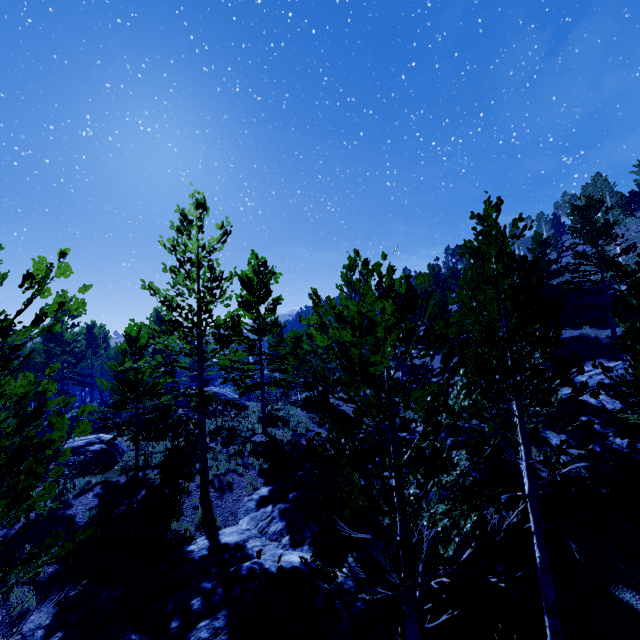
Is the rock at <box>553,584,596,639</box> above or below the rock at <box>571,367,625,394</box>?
below

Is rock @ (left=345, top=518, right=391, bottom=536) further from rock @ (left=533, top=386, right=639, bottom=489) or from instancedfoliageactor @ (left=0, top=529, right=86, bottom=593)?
rock @ (left=533, top=386, right=639, bottom=489)

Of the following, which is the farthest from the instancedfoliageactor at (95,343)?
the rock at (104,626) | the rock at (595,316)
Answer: the rock at (595,316)

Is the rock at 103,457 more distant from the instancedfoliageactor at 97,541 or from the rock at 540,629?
the rock at 540,629

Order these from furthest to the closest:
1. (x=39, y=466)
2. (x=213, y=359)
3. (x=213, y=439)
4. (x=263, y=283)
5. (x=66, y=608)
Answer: (x=263, y=283) → (x=213, y=439) → (x=213, y=359) → (x=66, y=608) → (x=39, y=466)

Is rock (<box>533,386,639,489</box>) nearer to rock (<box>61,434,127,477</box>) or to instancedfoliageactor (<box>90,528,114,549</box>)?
instancedfoliageactor (<box>90,528,114,549</box>)

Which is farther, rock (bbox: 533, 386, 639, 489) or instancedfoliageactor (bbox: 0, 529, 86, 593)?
rock (bbox: 533, 386, 639, 489)

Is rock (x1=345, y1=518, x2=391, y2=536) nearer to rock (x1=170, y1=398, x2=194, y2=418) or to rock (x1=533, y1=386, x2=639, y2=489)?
rock (x1=533, y1=386, x2=639, y2=489)
